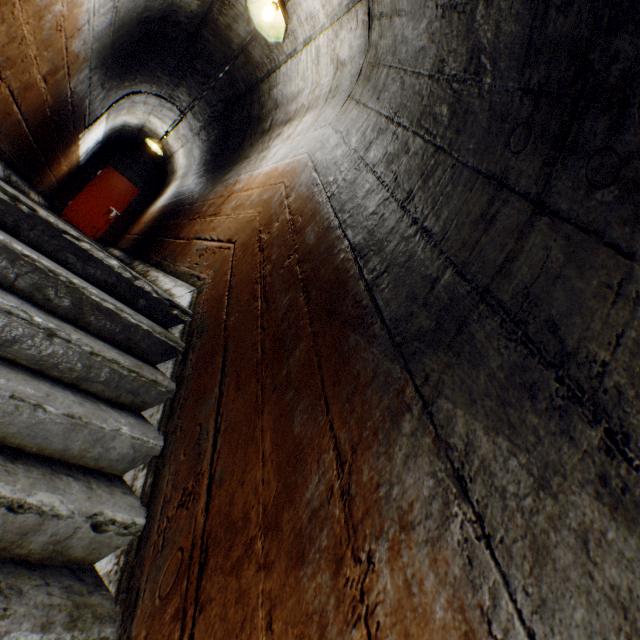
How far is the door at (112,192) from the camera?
9.33m

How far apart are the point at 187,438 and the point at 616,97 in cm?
179

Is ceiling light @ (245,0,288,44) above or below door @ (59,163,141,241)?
above

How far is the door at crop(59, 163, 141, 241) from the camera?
9.33m

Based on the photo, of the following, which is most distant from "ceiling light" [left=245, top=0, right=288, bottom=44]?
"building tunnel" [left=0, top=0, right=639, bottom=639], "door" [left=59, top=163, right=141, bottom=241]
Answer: "door" [left=59, top=163, right=141, bottom=241]

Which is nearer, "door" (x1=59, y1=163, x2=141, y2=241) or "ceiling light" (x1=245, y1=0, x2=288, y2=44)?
"ceiling light" (x1=245, y1=0, x2=288, y2=44)

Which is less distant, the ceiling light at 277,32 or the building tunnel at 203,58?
the building tunnel at 203,58

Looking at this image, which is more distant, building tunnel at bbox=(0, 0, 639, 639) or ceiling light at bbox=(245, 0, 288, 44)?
ceiling light at bbox=(245, 0, 288, 44)
